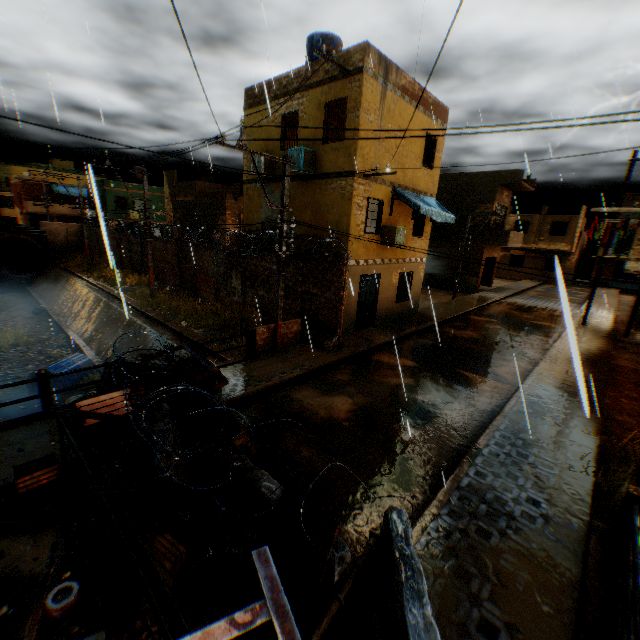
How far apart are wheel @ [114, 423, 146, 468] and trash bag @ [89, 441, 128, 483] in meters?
0.1

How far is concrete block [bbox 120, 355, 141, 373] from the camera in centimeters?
699cm

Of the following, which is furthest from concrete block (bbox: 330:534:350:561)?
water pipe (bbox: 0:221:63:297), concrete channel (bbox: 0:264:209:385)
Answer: water pipe (bbox: 0:221:63:297)

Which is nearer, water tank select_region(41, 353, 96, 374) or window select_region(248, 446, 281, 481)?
window select_region(248, 446, 281, 481)

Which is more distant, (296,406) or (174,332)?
(174,332)

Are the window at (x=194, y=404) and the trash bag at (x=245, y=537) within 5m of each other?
yes

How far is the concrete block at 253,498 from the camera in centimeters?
411cm

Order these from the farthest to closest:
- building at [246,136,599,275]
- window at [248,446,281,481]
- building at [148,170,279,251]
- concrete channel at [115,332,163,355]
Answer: building at [148,170,279,251] → concrete channel at [115,332,163,355] → building at [246,136,599,275] → window at [248,446,281,481]
